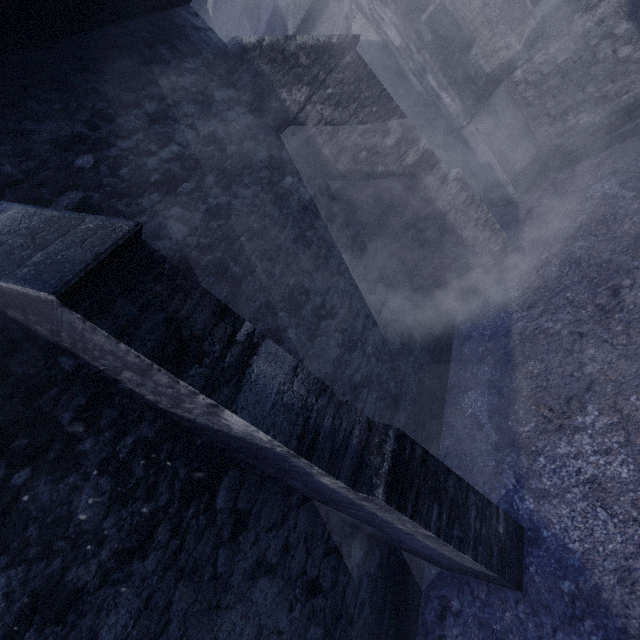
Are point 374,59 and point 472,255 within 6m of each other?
no
